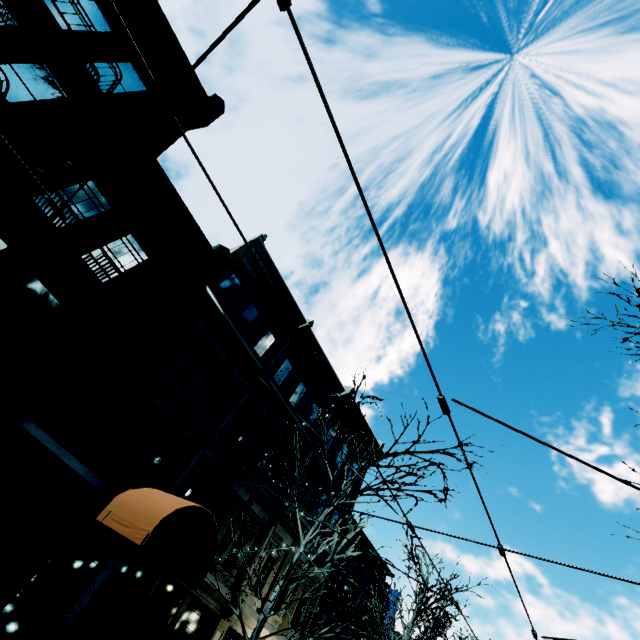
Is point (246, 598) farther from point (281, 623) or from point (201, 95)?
point (201, 95)

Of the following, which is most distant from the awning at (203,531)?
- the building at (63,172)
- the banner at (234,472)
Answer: the banner at (234,472)

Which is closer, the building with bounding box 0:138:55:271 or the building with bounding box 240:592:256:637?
the building with bounding box 0:138:55:271

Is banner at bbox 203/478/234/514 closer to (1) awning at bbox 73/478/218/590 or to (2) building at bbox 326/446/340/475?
(2) building at bbox 326/446/340/475

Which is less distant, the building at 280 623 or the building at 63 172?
the building at 63 172

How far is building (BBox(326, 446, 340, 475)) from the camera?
17.34m
